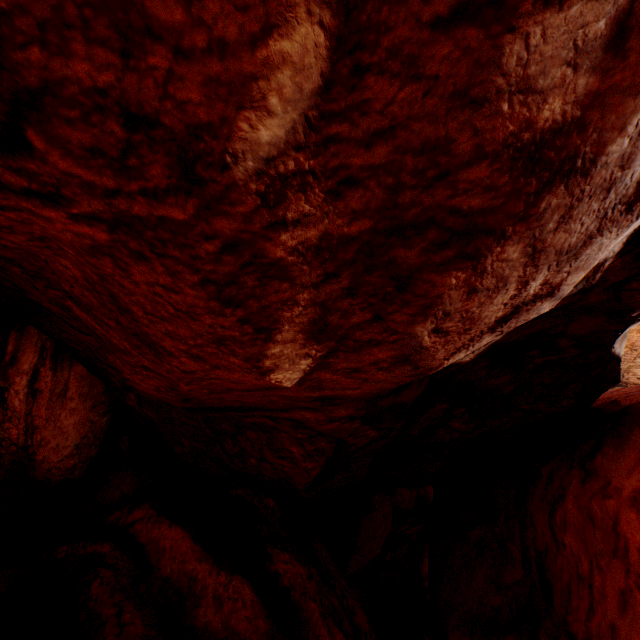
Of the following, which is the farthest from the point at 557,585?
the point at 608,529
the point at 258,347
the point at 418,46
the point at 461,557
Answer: the point at 418,46
